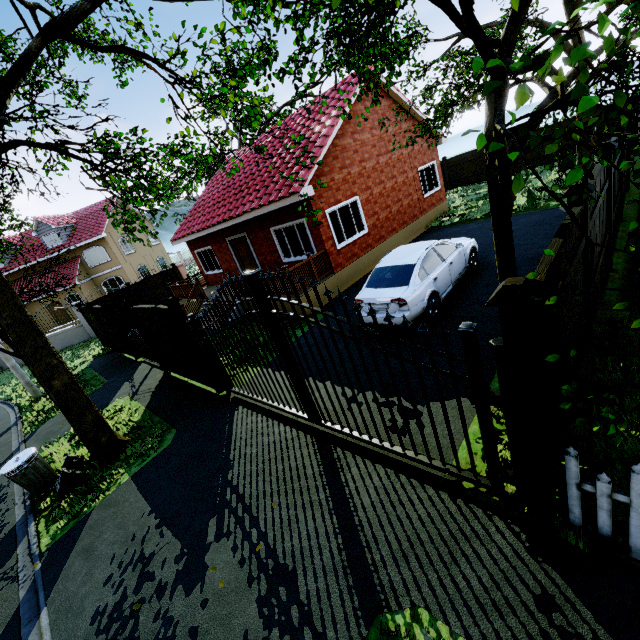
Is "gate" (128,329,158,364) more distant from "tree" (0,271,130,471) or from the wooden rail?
the wooden rail

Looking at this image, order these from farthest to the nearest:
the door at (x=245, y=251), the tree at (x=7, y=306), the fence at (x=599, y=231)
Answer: the door at (x=245, y=251) < the tree at (x=7, y=306) < the fence at (x=599, y=231)

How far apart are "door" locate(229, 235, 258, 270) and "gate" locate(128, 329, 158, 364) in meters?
5.4 m

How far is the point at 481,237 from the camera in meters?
11.8

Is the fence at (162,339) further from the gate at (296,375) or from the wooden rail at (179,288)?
the wooden rail at (179,288)

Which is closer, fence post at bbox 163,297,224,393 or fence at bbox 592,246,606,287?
fence at bbox 592,246,606,287

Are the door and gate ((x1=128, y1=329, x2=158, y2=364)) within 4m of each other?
no

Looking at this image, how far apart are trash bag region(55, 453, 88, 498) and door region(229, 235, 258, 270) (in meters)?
9.07
